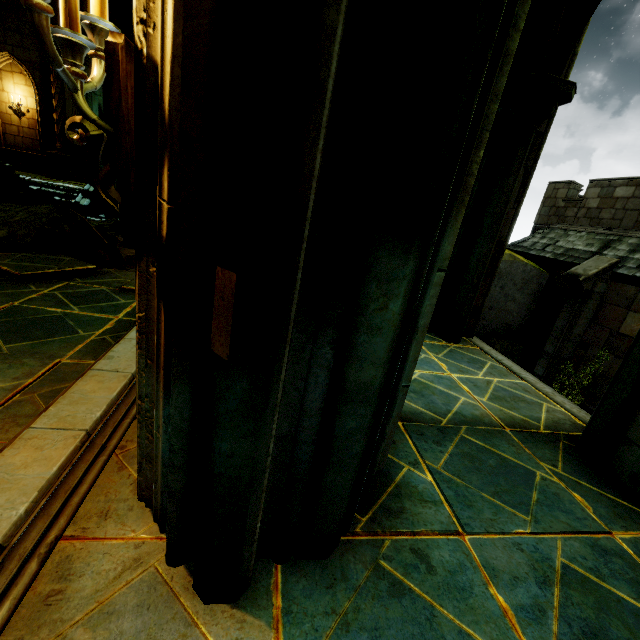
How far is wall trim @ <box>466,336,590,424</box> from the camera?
3.3 meters

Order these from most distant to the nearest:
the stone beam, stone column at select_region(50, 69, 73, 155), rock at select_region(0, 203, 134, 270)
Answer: stone column at select_region(50, 69, 73, 155) < rock at select_region(0, 203, 134, 270) < the stone beam

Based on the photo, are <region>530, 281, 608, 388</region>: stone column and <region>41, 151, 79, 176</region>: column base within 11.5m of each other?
no

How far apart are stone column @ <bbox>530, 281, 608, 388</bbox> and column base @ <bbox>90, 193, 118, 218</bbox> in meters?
Answer: 16.5

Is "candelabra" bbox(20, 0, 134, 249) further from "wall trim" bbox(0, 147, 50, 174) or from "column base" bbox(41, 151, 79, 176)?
"wall trim" bbox(0, 147, 50, 174)

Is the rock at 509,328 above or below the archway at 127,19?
below

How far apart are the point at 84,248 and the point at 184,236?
7.45m

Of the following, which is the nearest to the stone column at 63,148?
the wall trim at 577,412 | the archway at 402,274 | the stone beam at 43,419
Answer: the stone beam at 43,419
